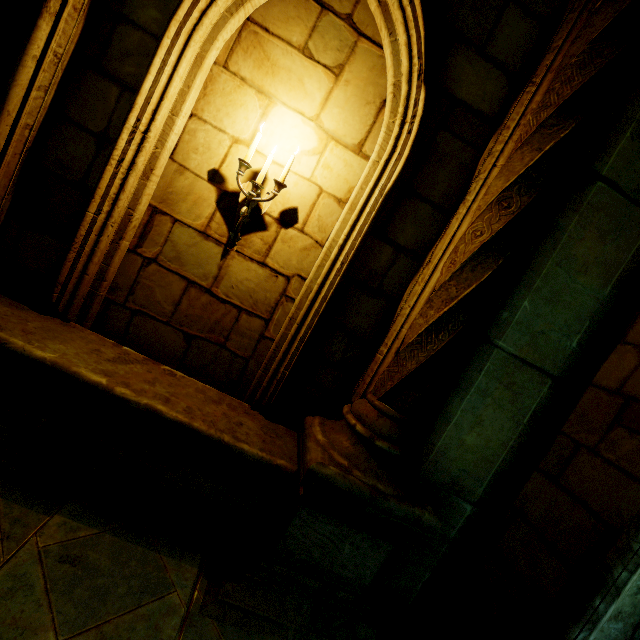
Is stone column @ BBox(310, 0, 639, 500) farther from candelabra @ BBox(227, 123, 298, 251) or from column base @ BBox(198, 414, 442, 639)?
candelabra @ BBox(227, 123, 298, 251)

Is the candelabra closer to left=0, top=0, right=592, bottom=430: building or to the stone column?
left=0, top=0, right=592, bottom=430: building

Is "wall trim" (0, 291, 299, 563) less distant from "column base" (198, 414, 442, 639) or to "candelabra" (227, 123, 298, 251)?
"column base" (198, 414, 442, 639)

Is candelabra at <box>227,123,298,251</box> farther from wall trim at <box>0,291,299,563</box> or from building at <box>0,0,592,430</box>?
wall trim at <box>0,291,299,563</box>

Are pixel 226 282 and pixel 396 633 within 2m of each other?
no

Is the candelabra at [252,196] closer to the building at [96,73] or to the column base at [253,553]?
the building at [96,73]

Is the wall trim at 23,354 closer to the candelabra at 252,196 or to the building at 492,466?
the building at 492,466

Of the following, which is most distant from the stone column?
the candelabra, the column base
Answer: the candelabra
